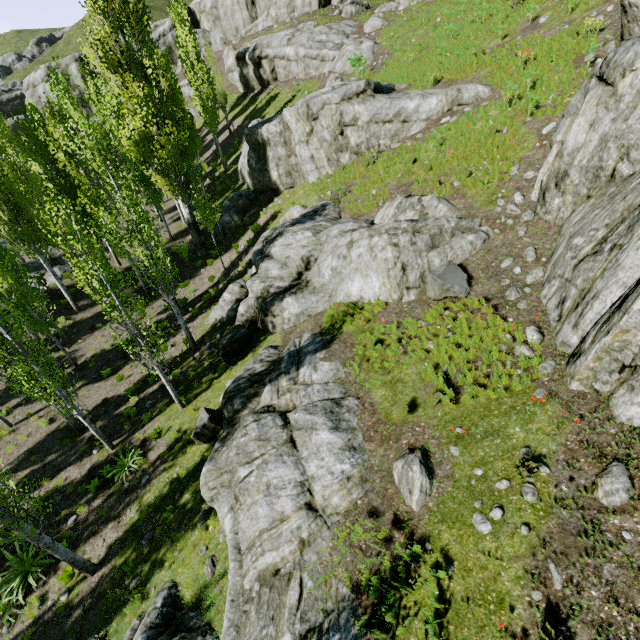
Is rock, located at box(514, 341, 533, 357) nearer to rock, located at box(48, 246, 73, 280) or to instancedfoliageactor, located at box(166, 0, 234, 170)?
instancedfoliageactor, located at box(166, 0, 234, 170)

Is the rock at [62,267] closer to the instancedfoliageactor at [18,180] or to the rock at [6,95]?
the instancedfoliageactor at [18,180]

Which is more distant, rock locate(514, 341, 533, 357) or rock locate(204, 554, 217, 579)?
rock locate(204, 554, 217, 579)

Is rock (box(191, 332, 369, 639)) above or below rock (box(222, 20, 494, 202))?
below

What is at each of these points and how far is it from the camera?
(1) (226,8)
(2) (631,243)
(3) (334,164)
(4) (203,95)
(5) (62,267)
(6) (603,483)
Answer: (1) rock, 45.3m
(2) rock, 6.0m
(3) rock, 20.1m
(4) instancedfoliageactor, 28.2m
(5) rock, 24.1m
(6) rock, 4.8m

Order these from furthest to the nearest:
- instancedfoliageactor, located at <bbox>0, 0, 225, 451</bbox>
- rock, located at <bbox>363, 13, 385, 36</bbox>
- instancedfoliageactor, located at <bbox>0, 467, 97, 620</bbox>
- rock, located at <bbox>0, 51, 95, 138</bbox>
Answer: rock, located at <bbox>0, 51, 95, 138</bbox> < rock, located at <bbox>363, 13, 385, 36</bbox> < instancedfoliageactor, located at <bbox>0, 0, 225, 451</bbox> < instancedfoliageactor, located at <bbox>0, 467, 97, 620</bbox>

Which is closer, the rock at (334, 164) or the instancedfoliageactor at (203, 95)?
the rock at (334, 164)
